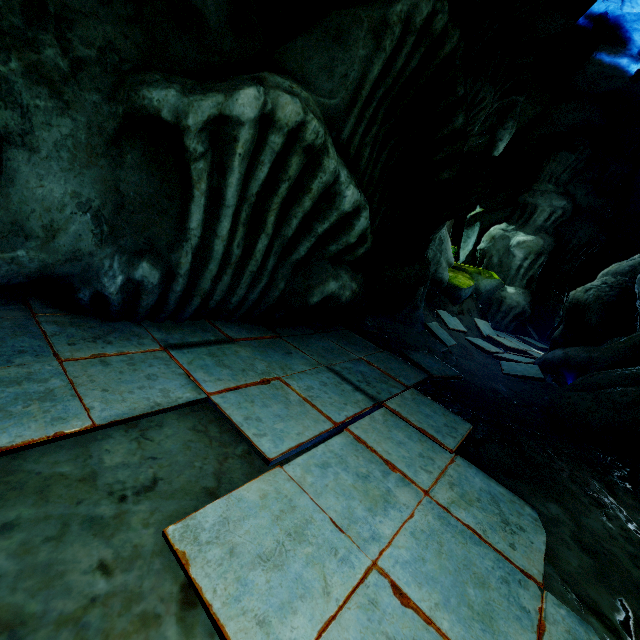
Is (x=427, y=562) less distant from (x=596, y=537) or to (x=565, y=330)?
(x=596, y=537)
